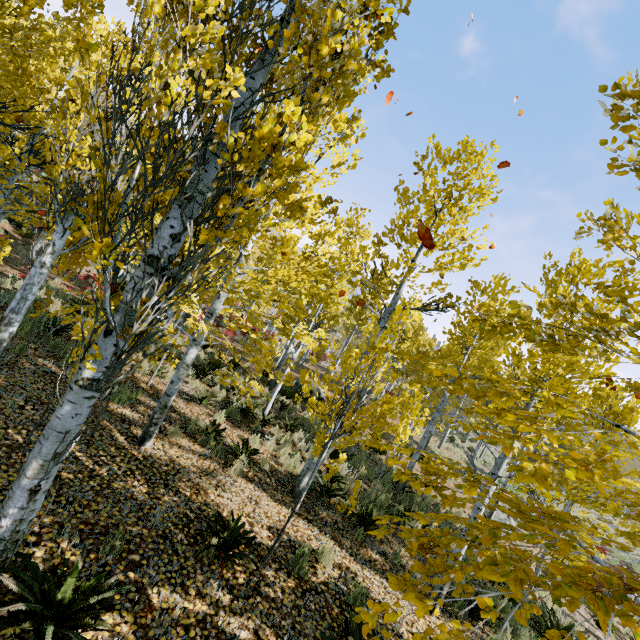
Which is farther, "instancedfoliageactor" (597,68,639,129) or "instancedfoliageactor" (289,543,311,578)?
"instancedfoliageactor" (289,543,311,578)

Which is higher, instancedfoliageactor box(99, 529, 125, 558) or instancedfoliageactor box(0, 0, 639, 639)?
instancedfoliageactor box(0, 0, 639, 639)

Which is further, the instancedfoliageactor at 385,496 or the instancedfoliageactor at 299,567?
the instancedfoliageactor at 299,567

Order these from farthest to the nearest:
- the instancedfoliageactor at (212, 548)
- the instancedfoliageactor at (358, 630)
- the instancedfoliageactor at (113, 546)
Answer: the instancedfoliageactor at (212, 548) < the instancedfoliageactor at (113, 546) < the instancedfoliageactor at (358, 630)

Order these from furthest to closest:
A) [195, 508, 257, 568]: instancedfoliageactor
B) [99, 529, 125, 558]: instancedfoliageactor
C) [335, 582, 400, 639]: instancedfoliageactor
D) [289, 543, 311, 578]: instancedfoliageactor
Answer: [289, 543, 311, 578]: instancedfoliageactor < [195, 508, 257, 568]: instancedfoliageactor < [99, 529, 125, 558]: instancedfoliageactor < [335, 582, 400, 639]: instancedfoliageactor

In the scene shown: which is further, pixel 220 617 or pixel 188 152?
pixel 220 617
